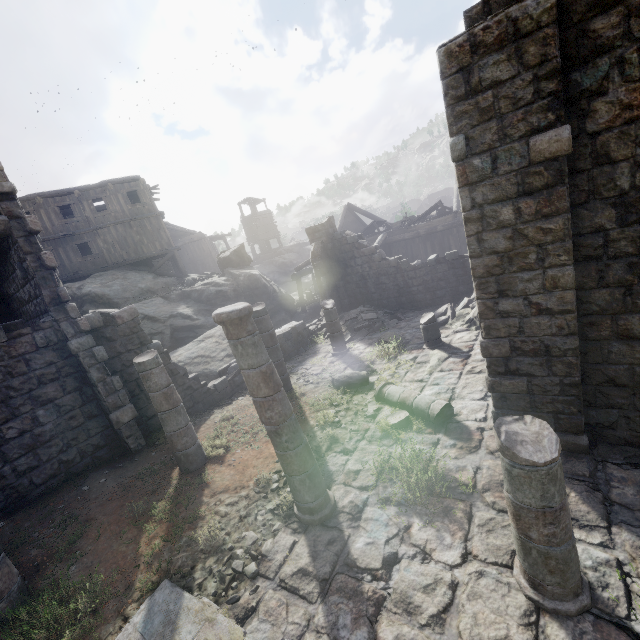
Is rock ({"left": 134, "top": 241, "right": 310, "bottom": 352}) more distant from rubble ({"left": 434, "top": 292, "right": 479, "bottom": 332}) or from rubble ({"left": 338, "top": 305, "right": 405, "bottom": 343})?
rubble ({"left": 434, "top": 292, "right": 479, "bottom": 332})

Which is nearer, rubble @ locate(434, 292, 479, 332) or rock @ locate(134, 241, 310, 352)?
rubble @ locate(434, 292, 479, 332)

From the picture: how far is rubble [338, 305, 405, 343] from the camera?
14.6 meters

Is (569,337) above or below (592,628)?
above

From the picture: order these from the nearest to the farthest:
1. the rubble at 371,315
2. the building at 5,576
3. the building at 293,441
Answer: the building at 293,441, the building at 5,576, the rubble at 371,315

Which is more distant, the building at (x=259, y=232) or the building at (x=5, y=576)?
the building at (x=259, y=232)

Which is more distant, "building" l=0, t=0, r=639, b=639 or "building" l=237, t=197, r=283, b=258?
"building" l=237, t=197, r=283, b=258
